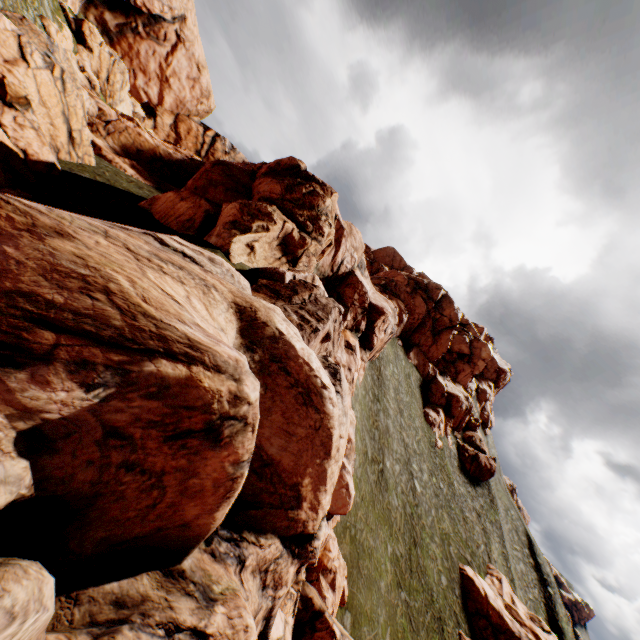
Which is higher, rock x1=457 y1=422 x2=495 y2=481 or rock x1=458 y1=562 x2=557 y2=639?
rock x1=457 y1=422 x2=495 y2=481

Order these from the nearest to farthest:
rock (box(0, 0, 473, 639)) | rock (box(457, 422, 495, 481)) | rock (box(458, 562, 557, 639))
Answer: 1. rock (box(0, 0, 473, 639))
2. rock (box(458, 562, 557, 639))
3. rock (box(457, 422, 495, 481))

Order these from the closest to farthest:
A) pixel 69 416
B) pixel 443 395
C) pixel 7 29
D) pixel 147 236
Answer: pixel 69 416 → pixel 147 236 → pixel 7 29 → pixel 443 395

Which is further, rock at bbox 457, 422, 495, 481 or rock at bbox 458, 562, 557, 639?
rock at bbox 457, 422, 495, 481

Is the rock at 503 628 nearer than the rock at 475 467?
Yes

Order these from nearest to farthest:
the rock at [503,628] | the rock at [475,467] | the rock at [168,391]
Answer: the rock at [168,391], the rock at [503,628], the rock at [475,467]
